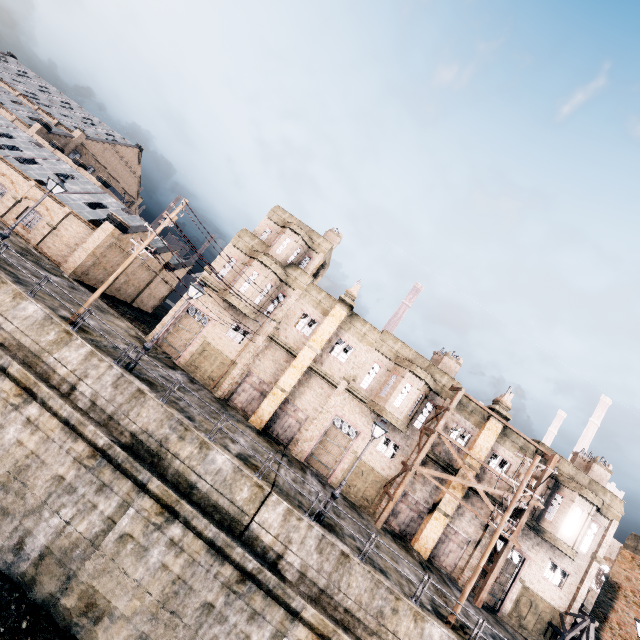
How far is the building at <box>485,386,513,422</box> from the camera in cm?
2567

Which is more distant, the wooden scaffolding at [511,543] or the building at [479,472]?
the building at [479,472]

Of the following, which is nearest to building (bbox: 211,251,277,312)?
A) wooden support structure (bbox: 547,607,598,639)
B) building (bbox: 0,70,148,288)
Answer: wooden support structure (bbox: 547,607,598,639)

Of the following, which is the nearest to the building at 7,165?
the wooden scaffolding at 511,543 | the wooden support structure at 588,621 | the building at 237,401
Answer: the building at 237,401

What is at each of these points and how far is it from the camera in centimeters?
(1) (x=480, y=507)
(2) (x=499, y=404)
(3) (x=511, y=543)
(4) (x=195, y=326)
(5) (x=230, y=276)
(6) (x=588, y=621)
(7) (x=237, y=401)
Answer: (1) building, 2495cm
(2) building, 2592cm
(3) wooden scaffolding, 2255cm
(4) building, 2681cm
(5) building, 2756cm
(6) wooden support structure, 2247cm
(7) building, 2580cm

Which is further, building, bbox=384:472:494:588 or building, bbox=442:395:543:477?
building, bbox=442:395:543:477

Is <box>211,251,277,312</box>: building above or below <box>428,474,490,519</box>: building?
above
